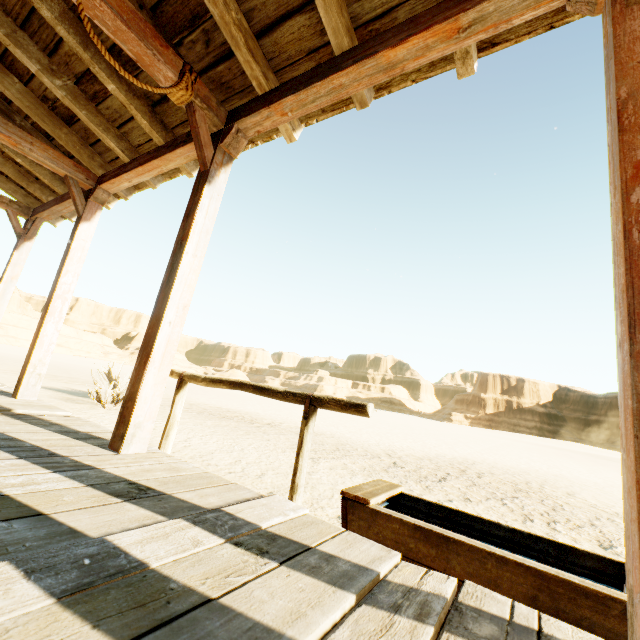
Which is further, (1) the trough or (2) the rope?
(2) the rope

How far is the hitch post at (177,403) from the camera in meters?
2.5 m

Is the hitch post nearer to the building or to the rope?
the building

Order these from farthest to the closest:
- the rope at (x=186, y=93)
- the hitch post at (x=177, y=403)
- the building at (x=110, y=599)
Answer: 1. the hitch post at (x=177, y=403)
2. the rope at (x=186, y=93)
3. the building at (x=110, y=599)

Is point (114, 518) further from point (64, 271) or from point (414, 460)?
point (414, 460)

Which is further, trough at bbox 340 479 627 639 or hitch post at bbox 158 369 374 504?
hitch post at bbox 158 369 374 504

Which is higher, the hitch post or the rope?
the rope

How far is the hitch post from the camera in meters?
2.5
